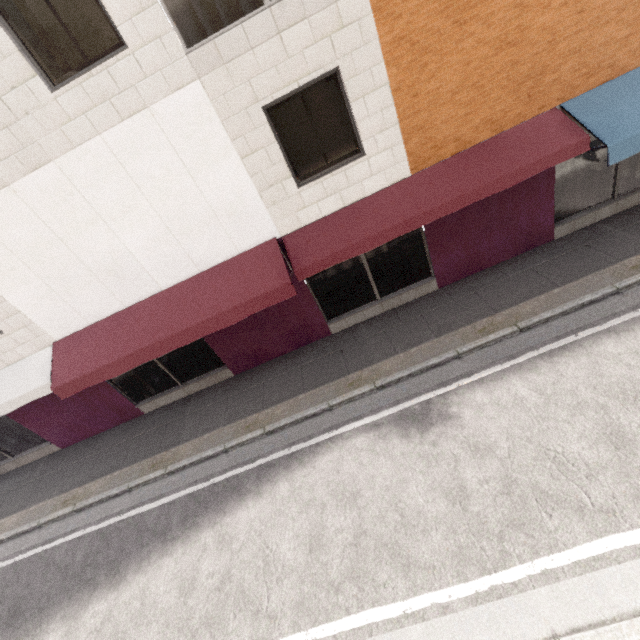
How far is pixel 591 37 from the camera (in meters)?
5.73
